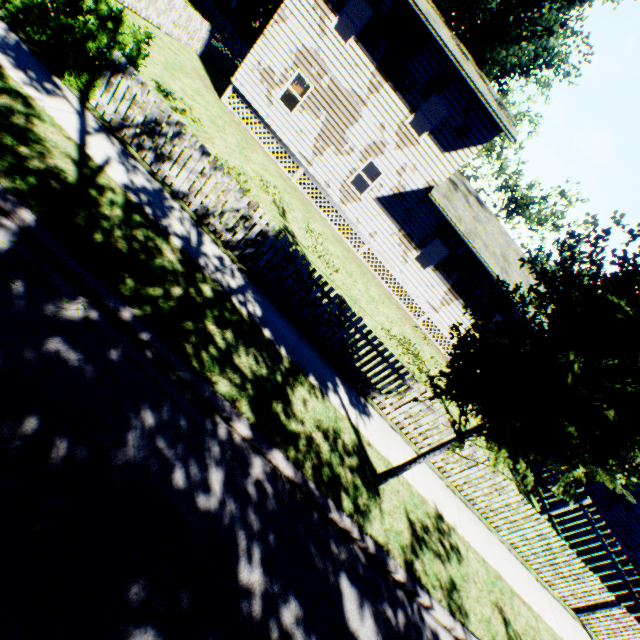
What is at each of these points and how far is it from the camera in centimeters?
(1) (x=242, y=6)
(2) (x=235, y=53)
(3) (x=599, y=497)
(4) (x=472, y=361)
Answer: (1) plant, 3341cm
(2) fence, 2011cm
(3) house, 1689cm
(4) plant, 506cm

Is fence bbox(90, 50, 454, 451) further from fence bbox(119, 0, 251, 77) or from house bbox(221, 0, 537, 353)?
house bbox(221, 0, 537, 353)

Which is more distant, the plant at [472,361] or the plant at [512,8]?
the plant at [512,8]

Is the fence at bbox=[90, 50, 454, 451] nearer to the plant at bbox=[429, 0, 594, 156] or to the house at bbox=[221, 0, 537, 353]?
the plant at bbox=[429, 0, 594, 156]

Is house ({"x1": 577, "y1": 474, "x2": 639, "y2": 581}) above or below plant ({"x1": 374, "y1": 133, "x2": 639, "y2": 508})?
below

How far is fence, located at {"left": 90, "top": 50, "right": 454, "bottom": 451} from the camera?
6.67m

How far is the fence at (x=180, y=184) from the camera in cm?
667

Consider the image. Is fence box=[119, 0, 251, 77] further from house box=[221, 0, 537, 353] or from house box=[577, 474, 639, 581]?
house box=[577, 474, 639, 581]
